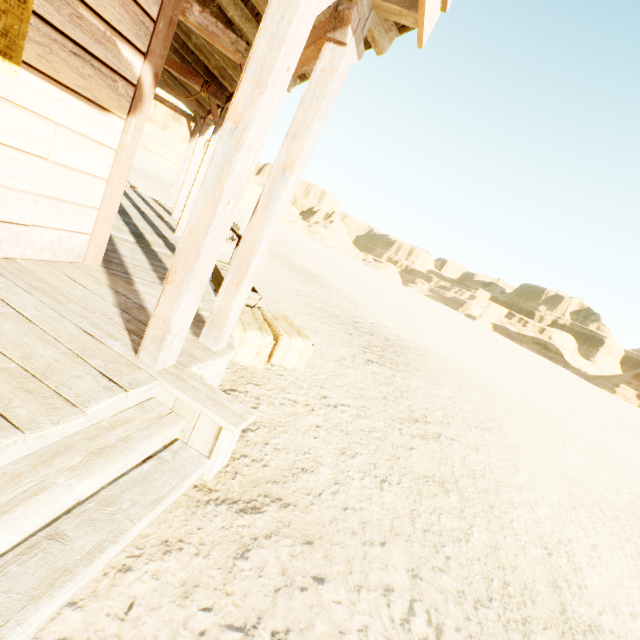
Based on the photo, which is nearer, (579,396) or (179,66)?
(179,66)

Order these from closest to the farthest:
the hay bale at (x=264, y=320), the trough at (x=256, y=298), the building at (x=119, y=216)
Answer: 1. the building at (x=119, y=216)
2. the hay bale at (x=264, y=320)
3. the trough at (x=256, y=298)

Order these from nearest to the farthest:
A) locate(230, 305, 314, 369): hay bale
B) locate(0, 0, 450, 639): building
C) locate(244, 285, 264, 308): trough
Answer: locate(0, 0, 450, 639): building < locate(230, 305, 314, 369): hay bale < locate(244, 285, 264, 308): trough

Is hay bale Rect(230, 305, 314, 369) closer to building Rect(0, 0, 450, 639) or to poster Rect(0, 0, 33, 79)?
building Rect(0, 0, 450, 639)

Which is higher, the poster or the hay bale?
the poster

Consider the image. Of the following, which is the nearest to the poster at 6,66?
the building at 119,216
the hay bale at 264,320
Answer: the building at 119,216

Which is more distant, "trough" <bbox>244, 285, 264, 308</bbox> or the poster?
"trough" <bbox>244, 285, 264, 308</bbox>

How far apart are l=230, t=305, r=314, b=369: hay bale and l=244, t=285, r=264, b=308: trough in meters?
0.2
